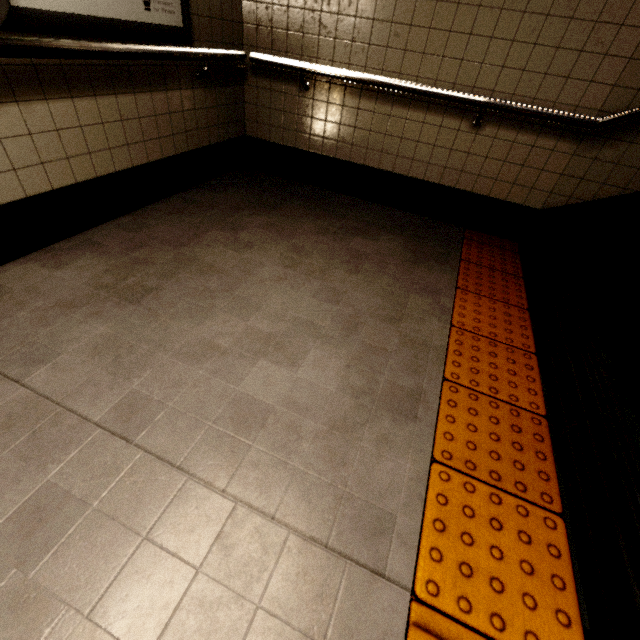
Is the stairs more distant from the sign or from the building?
the sign

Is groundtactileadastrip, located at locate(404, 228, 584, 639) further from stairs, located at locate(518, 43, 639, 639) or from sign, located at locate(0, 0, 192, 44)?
sign, located at locate(0, 0, 192, 44)

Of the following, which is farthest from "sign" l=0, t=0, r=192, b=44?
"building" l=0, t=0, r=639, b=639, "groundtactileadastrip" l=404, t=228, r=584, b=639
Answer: "groundtactileadastrip" l=404, t=228, r=584, b=639

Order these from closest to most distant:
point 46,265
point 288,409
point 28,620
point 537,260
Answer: point 28,620 → point 288,409 → point 46,265 → point 537,260

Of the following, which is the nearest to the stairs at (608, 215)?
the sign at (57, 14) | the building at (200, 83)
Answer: the building at (200, 83)

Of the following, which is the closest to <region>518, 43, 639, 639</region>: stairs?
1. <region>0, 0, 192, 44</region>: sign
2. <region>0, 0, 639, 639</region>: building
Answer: <region>0, 0, 639, 639</region>: building

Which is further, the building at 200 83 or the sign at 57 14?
the sign at 57 14
